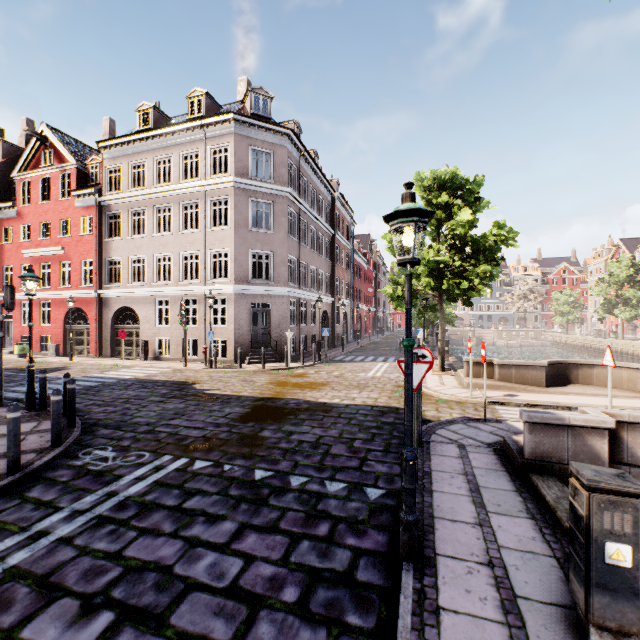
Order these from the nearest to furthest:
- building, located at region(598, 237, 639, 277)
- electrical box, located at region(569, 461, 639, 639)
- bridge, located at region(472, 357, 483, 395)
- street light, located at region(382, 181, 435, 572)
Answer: electrical box, located at region(569, 461, 639, 639), street light, located at region(382, 181, 435, 572), bridge, located at region(472, 357, 483, 395), building, located at region(598, 237, 639, 277)

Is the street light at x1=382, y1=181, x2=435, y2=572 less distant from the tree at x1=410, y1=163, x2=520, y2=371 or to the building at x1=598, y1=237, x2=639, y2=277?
the tree at x1=410, y1=163, x2=520, y2=371

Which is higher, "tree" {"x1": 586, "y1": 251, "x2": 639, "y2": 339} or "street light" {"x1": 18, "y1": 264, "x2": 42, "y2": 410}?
"tree" {"x1": 586, "y1": 251, "x2": 639, "y2": 339}

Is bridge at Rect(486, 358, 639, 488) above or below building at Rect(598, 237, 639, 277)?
below

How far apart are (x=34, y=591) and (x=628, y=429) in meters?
8.0

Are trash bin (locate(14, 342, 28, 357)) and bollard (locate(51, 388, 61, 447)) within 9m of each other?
no

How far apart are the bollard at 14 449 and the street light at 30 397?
4.6 meters

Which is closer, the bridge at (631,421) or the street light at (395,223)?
the street light at (395,223)
